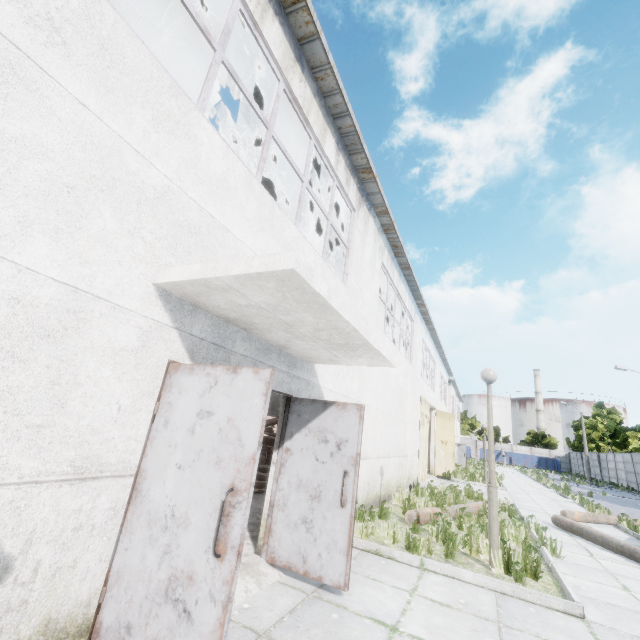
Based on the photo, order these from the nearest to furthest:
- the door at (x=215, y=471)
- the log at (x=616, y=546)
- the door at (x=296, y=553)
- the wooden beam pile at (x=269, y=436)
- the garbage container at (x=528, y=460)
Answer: the door at (x=215, y=471), the door at (x=296, y=553), the log at (x=616, y=546), the wooden beam pile at (x=269, y=436), the garbage container at (x=528, y=460)

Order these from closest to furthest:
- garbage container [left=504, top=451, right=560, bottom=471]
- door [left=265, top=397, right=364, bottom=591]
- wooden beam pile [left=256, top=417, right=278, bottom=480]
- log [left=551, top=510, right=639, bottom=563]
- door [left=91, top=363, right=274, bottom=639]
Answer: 1. door [left=91, top=363, right=274, bottom=639]
2. door [left=265, top=397, right=364, bottom=591]
3. log [left=551, top=510, right=639, bottom=563]
4. wooden beam pile [left=256, top=417, right=278, bottom=480]
5. garbage container [left=504, top=451, right=560, bottom=471]

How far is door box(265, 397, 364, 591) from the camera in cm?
400

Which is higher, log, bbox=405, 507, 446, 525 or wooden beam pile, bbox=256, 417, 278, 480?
wooden beam pile, bbox=256, 417, 278, 480

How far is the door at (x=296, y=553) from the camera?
4.0 meters

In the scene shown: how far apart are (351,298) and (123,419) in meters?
5.5

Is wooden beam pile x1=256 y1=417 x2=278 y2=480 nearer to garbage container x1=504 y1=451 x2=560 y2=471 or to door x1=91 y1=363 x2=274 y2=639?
door x1=91 y1=363 x2=274 y2=639

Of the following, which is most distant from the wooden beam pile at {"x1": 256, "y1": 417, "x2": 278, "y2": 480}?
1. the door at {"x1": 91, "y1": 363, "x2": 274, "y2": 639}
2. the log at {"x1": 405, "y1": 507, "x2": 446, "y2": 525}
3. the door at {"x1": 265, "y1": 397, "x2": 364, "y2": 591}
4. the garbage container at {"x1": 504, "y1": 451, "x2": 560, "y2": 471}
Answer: the garbage container at {"x1": 504, "y1": 451, "x2": 560, "y2": 471}
